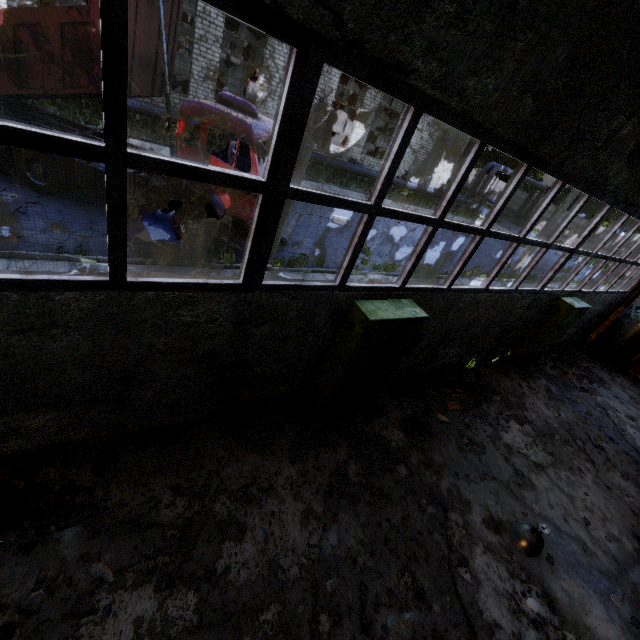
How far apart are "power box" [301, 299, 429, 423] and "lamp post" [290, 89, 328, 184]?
5.4 meters

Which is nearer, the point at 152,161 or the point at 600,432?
the point at 152,161

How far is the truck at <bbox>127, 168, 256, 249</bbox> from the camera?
8.39m

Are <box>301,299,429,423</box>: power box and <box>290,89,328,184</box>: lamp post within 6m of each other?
yes

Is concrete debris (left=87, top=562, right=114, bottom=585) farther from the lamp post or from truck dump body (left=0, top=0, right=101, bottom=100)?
truck dump body (left=0, top=0, right=101, bottom=100)

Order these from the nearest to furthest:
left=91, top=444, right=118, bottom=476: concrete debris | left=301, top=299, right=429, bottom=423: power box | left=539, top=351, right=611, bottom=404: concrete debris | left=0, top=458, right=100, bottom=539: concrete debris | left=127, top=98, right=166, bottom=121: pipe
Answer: left=0, top=458, right=100, bottom=539: concrete debris → left=91, top=444, right=118, bottom=476: concrete debris → left=301, top=299, right=429, bottom=423: power box → left=539, top=351, right=611, bottom=404: concrete debris → left=127, top=98, right=166, bottom=121: pipe

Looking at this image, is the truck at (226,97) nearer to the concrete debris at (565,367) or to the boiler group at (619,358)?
the concrete debris at (565,367)

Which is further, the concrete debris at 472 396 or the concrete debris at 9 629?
the concrete debris at 472 396
